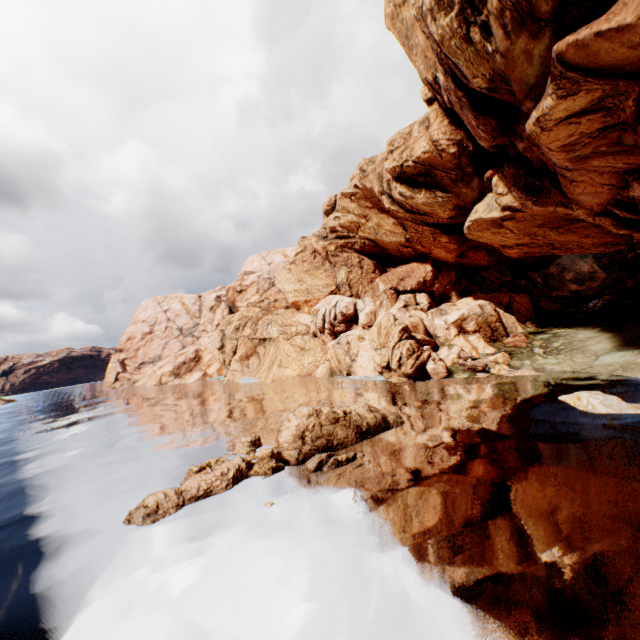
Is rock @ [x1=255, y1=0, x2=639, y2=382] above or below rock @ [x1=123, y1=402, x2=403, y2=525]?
above

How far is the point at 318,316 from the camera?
58.3 meters

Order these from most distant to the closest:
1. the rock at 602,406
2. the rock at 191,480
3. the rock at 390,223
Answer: the rock at 602,406
the rock at 390,223
the rock at 191,480

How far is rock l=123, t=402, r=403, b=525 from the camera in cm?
1495

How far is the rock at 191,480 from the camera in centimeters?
1495cm

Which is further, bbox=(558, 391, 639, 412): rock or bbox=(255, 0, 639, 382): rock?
bbox=(558, 391, 639, 412): rock

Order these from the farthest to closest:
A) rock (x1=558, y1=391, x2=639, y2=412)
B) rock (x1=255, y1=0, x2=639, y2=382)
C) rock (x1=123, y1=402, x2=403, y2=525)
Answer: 1. rock (x1=558, y1=391, x2=639, y2=412)
2. rock (x1=255, y1=0, x2=639, y2=382)
3. rock (x1=123, y1=402, x2=403, y2=525)
